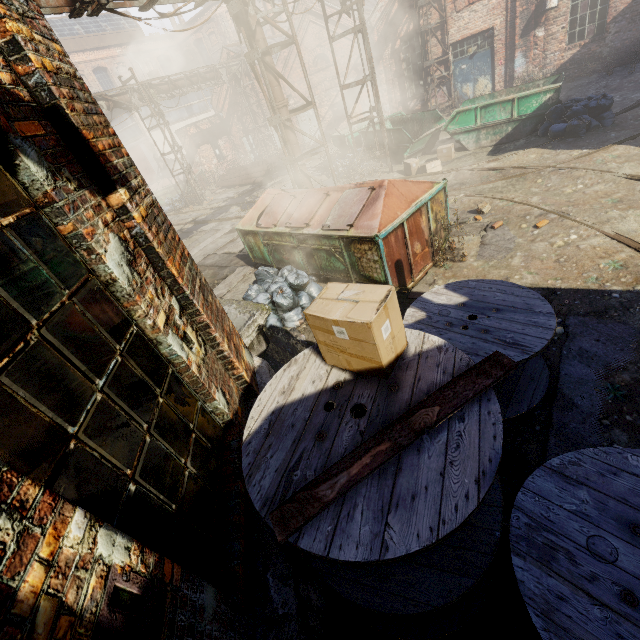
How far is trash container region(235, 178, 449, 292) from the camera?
5.4 meters

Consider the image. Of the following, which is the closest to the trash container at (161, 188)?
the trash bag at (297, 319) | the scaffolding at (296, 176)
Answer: the scaffolding at (296, 176)

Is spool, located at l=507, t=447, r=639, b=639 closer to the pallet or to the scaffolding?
the pallet

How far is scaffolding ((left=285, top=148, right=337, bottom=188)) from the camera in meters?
8.9

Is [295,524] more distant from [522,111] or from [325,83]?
[325,83]

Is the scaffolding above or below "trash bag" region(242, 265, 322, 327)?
above

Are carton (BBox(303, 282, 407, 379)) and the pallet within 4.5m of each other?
yes

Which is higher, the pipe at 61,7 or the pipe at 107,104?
the pipe at 107,104
